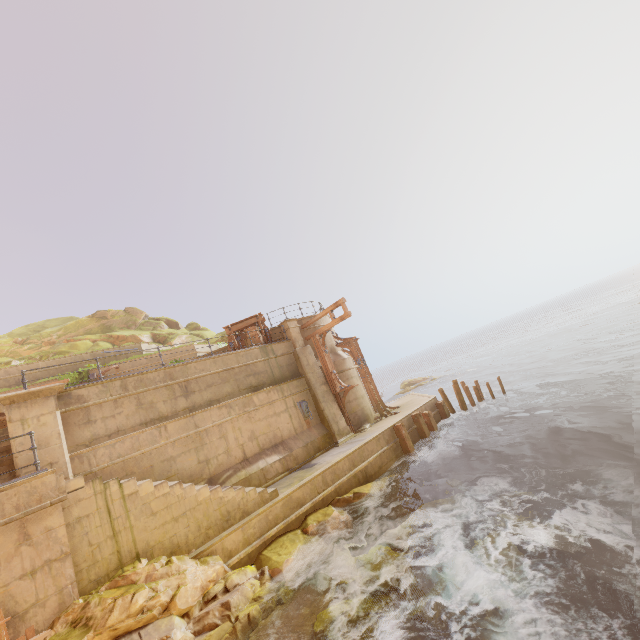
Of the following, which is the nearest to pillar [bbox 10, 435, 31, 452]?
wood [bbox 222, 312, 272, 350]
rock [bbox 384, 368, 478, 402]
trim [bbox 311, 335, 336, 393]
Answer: wood [bbox 222, 312, 272, 350]

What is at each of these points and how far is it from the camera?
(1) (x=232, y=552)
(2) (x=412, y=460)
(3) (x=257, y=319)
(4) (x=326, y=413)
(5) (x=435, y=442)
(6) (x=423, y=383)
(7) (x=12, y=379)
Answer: (1) building, 9.2 meters
(2) beam, 14.8 meters
(3) wood, 18.0 meters
(4) pillar, 16.2 meters
(5) beam, 16.8 meters
(6) rock, 43.1 meters
(7) building, 17.0 meters

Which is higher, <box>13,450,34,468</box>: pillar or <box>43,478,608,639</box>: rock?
<box>13,450,34,468</box>: pillar

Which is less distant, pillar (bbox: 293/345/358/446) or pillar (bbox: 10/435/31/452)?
pillar (bbox: 10/435/31/452)

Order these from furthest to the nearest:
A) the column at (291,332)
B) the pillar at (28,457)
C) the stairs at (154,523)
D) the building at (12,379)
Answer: the column at (291,332)
the building at (12,379)
the pillar at (28,457)
the stairs at (154,523)

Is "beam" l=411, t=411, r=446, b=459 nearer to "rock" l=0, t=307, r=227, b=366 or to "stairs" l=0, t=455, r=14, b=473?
"stairs" l=0, t=455, r=14, b=473

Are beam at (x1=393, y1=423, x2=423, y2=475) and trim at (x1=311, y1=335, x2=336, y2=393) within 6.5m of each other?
yes

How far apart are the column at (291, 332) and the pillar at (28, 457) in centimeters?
978cm
